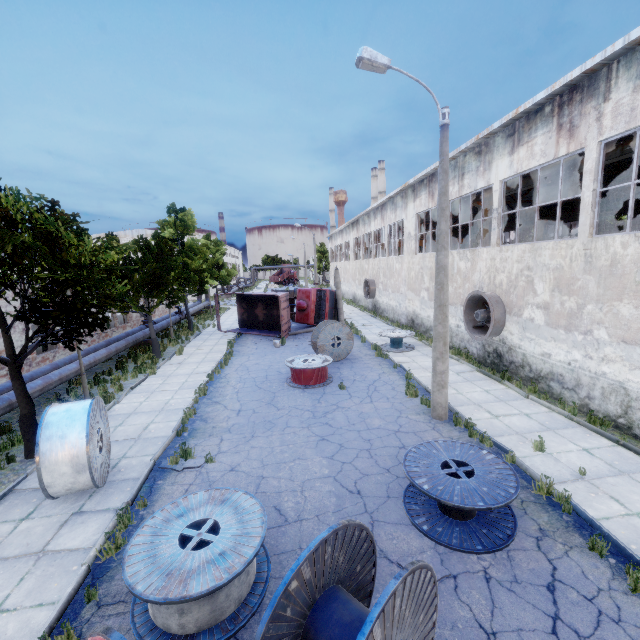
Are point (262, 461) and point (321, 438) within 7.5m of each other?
yes

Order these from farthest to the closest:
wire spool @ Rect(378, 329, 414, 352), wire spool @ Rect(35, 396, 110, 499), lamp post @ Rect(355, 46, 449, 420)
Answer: wire spool @ Rect(378, 329, 414, 352) → lamp post @ Rect(355, 46, 449, 420) → wire spool @ Rect(35, 396, 110, 499)

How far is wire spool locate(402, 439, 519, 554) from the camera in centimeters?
549cm

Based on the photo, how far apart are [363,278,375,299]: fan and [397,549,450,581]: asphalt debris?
26.1 meters

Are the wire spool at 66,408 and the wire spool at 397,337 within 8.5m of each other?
no

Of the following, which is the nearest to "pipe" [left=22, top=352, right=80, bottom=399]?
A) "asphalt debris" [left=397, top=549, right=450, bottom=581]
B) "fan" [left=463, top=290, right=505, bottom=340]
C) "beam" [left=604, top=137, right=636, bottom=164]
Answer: "asphalt debris" [left=397, top=549, right=450, bottom=581]

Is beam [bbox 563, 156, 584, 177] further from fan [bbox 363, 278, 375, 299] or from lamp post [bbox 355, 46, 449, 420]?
lamp post [bbox 355, 46, 449, 420]

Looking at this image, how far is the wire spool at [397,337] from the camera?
17.8m
